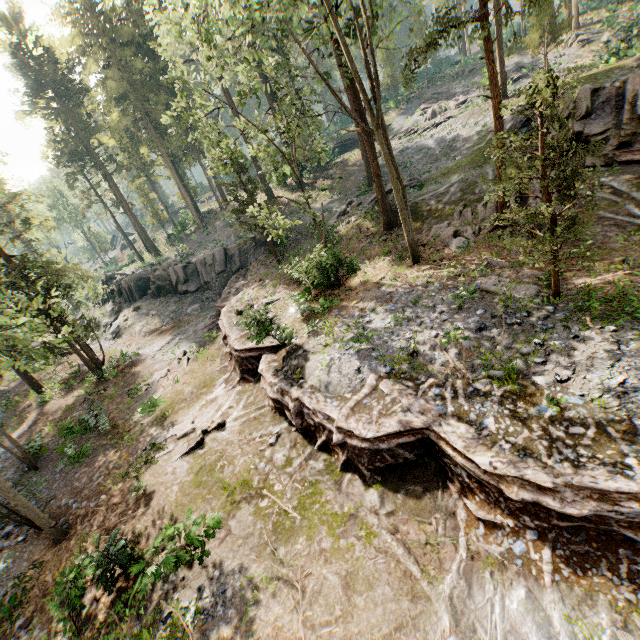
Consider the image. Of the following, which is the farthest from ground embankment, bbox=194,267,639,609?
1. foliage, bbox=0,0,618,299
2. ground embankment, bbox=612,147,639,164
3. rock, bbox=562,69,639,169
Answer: rock, bbox=562,69,639,169

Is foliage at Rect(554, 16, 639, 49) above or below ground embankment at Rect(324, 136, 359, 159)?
above

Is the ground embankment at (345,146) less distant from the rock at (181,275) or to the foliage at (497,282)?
the foliage at (497,282)

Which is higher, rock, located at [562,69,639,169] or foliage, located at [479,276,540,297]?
rock, located at [562,69,639,169]

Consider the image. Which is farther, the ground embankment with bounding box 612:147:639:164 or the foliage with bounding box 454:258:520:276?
the ground embankment with bounding box 612:147:639:164

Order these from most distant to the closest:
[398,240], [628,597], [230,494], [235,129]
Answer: [398,240], [235,129], [230,494], [628,597]

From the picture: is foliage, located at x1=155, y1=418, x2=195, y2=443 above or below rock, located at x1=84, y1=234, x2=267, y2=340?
below

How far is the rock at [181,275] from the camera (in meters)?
30.83
